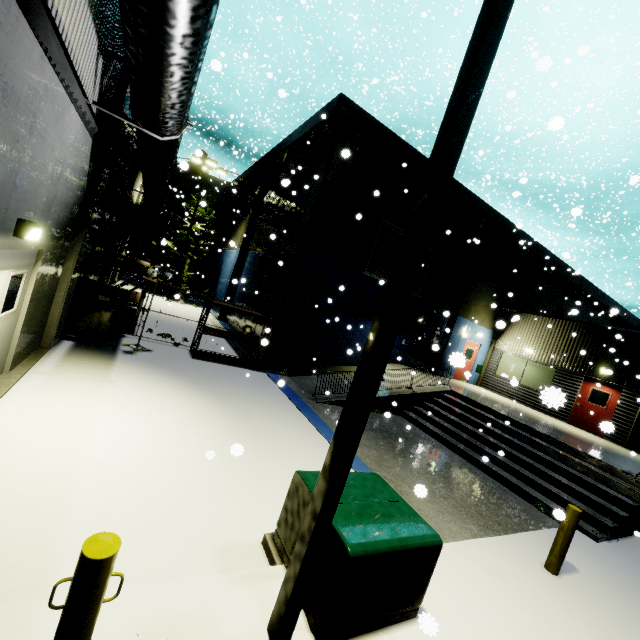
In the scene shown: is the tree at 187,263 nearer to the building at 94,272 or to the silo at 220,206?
the building at 94,272

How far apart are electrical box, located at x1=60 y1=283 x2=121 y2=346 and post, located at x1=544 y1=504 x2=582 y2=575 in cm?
1147

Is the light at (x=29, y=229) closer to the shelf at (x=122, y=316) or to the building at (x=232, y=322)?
the building at (x=232, y=322)

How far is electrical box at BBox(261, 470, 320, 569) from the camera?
3.73m

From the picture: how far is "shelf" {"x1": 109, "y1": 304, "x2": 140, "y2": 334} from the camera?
11.5 meters

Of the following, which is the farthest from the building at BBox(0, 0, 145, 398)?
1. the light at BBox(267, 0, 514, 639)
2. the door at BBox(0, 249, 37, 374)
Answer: the light at BBox(267, 0, 514, 639)

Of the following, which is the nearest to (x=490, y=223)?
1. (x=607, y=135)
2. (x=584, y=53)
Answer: (x=584, y=53)

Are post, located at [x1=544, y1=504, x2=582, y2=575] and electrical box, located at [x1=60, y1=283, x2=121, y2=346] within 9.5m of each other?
no
